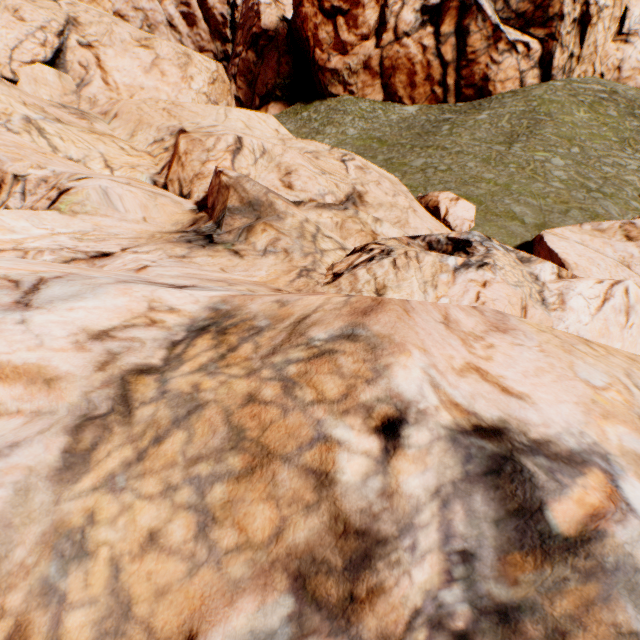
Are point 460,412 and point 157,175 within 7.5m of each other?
no
